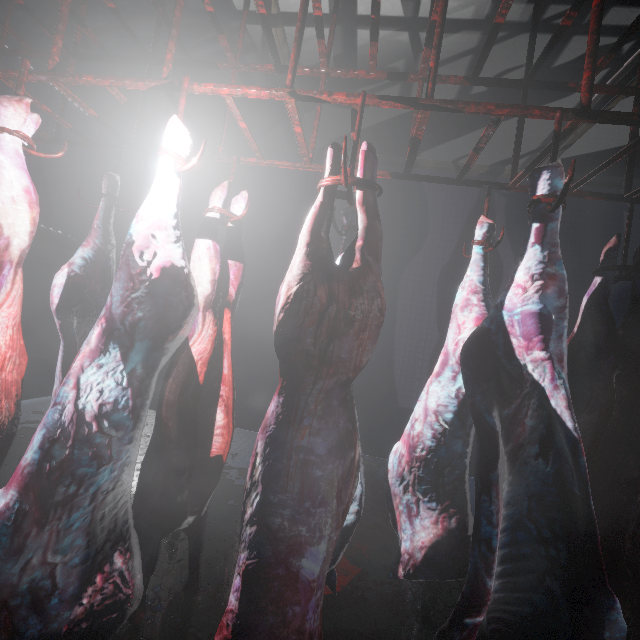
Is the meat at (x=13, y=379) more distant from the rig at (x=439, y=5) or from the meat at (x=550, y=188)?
the meat at (x=550, y=188)

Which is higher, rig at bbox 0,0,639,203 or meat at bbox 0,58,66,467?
rig at bbox 0,0,639,203

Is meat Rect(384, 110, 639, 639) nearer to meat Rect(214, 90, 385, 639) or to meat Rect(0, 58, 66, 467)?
meat Rect(214, 90, 385, 639)

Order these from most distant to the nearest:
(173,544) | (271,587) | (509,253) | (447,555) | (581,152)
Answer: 1. (509,253)
2. (581,152)
3. (173,544)
4. (447,555)
5. (271,587)

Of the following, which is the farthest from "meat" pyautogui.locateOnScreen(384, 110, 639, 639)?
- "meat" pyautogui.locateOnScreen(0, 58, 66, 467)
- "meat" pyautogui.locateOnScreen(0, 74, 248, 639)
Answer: "meat" pyautogui.locateOnScreen(0, 58, 66, 467)

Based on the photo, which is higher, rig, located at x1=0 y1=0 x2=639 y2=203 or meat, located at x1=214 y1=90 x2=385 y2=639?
rig, located at x1=0 y1=0 x2=639 y2=203

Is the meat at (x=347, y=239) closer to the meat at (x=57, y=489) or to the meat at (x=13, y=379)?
the meat at (x=57, y=489)

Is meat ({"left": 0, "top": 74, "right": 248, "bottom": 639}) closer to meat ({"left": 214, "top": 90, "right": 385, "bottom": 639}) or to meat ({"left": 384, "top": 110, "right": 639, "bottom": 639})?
meat ({"left": 214, "top": 90, "right": 385, "bottom": 639})
